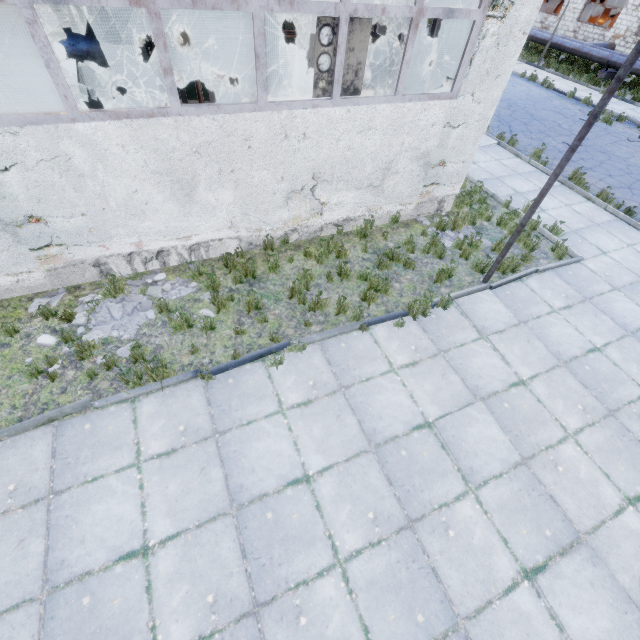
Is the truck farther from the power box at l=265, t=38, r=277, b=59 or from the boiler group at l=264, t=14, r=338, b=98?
the boiler group at l=264, t=14, r=338, b=98

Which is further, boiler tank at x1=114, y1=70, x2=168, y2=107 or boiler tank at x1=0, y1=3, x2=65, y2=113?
boiler tank at x1=114, y1=70, x2=168, y2=107

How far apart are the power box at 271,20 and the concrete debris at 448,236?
14.0 meters

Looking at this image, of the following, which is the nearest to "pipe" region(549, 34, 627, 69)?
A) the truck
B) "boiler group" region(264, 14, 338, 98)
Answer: the truck

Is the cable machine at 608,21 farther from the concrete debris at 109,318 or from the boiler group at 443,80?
the concrete debris at 109,318

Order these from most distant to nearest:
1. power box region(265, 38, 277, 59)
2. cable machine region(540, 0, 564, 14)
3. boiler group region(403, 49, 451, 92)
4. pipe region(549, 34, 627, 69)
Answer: cable machine region(540, 0, 564, 14)
pipe region(549, 34, 627, 69)
power box region(265, 38, 277, 59)
boiler group region(403, 49, 451, 92)

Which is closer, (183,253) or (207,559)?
(207,559)

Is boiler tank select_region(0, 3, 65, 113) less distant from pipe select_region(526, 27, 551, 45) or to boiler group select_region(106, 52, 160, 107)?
boiler group select_region(106, 52, 160, 107)
